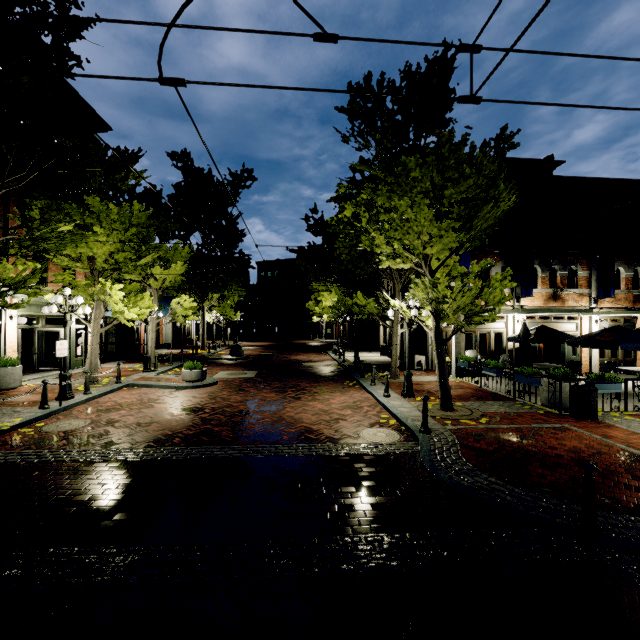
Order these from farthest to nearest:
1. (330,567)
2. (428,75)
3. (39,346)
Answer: (39,346) → (428,75) → (330,567)

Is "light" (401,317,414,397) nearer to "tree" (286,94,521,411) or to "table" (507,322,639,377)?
"tree" (286,94,521,411)

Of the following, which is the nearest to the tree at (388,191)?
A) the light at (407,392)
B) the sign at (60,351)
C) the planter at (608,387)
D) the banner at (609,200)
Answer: the light at (407,392)

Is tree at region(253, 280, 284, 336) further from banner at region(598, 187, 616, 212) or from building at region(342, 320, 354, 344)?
banner at region(598, 187, 616, 212)

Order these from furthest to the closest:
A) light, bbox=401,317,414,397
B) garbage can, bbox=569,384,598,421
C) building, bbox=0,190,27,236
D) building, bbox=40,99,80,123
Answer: building, bbox=40,99,80,123 → building, bbox=0,190,27,236 → light, bbox=401,317,414,397 → garbage can, bbox=569,384,598,421

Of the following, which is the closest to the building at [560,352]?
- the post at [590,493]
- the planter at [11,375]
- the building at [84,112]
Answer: the building at [84,112]

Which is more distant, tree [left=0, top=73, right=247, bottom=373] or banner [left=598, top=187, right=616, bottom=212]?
banner [left=598, top=187, right=616, bottom=212]

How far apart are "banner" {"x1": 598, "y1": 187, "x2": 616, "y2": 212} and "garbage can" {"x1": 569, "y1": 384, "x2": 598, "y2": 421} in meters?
9.0
